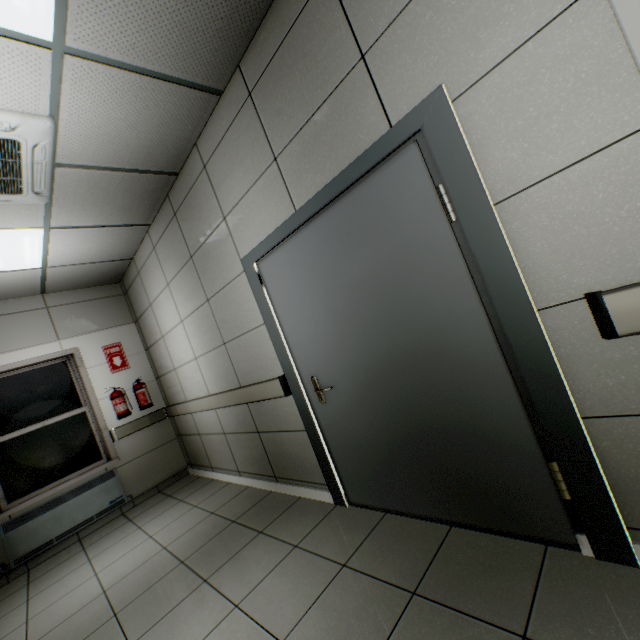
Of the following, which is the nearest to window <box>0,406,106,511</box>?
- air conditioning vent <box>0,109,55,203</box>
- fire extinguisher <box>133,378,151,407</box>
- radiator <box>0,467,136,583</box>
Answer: radiator <box>0,467,136,583</box>

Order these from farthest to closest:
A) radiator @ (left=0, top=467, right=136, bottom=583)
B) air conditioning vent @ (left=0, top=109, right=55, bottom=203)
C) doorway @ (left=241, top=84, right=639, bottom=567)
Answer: radiator @ (left=0, top=467, right=136, bottom=583), air conditioning vent @ (left=0, top=109, right=55, bottom=203), doorway @ (left=241, top=84, right=639, bottom=567)

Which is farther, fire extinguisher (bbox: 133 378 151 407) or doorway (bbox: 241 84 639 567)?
fire extinguisher (bbox: 133 378 151 407)

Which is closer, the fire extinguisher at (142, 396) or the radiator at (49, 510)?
the radiator at (49, 510)

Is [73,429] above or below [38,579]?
above

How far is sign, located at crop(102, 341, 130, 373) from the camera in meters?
4.9 m

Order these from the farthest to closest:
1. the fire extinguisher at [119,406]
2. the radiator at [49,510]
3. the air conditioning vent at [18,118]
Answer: the fire extinguisher at [119,406], the radiator at [49,510], the air conditioning vent at [18,118]

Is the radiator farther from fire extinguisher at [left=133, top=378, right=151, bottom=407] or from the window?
fire extinguisher at [left=133, top=378, right=151, bottom=407]
